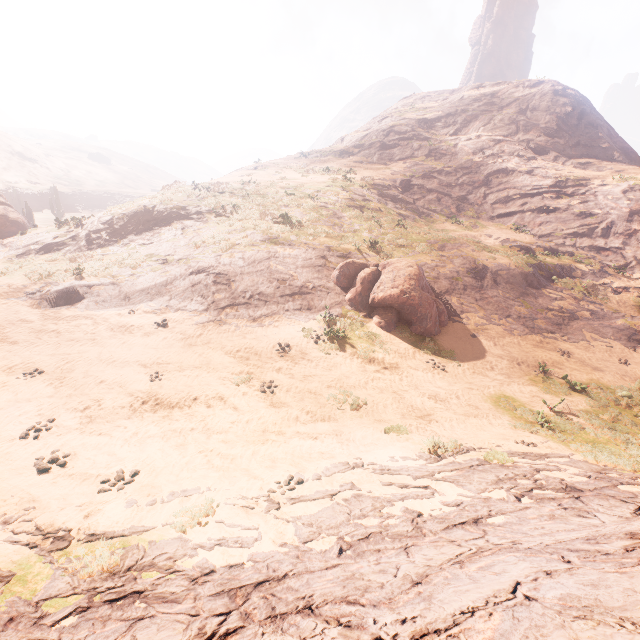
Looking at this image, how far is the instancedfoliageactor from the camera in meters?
14.3 m

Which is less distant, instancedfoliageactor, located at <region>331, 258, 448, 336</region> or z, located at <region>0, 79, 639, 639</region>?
z, located at <region>0, 79, 639, 639</region>

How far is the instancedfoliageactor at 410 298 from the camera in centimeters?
1428cm

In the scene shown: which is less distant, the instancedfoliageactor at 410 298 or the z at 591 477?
the z at 591 477

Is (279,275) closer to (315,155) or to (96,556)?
(96,556)
